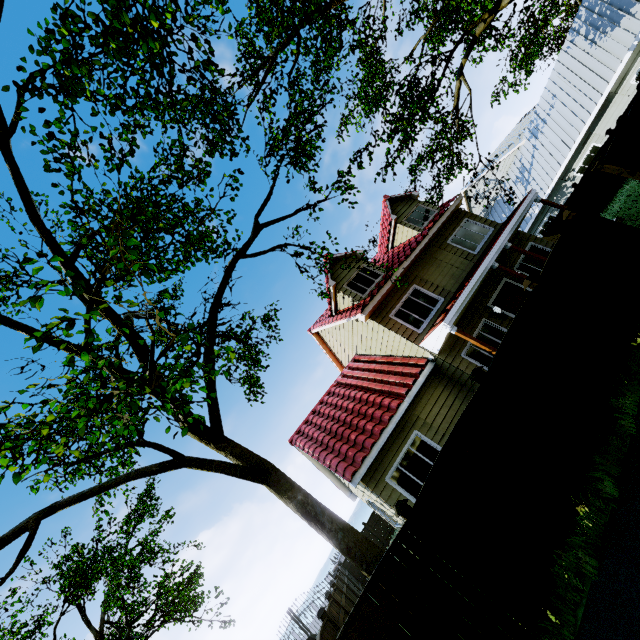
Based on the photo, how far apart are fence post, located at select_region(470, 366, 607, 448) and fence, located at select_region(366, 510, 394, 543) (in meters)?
20.54

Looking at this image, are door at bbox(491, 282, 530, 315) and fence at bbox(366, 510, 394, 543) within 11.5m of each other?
no

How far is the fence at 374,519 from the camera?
21.94m

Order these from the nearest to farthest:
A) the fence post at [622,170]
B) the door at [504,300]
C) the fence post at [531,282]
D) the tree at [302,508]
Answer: the tree at [302,508] → the fence post at [531,282] → the fence post at [622,170] → the door at [504,300]

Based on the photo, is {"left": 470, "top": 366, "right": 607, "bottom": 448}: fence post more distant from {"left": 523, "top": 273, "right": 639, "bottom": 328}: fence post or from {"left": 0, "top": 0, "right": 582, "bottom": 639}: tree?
{"left": 0, "top": 0, "right": 582, "bottom": 639}: tree

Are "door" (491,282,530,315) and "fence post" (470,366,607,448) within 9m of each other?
yes

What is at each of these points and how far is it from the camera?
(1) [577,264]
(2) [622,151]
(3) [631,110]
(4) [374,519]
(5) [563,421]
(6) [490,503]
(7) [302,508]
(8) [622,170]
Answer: (1) fence, 7.38m
(2) fence, 9.50m
(3) fence, 10.62m
(4) fence, 22.53m
(5) fence post, 5.50m
(6) fence, 5.00m
(7) tree, 7.65m
(8) fence post, 9.02m

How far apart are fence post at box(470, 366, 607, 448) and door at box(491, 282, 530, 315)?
7.5 meters
